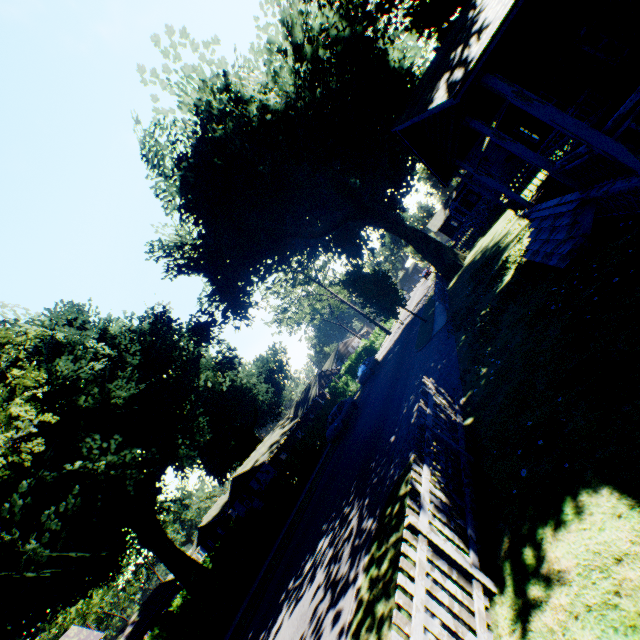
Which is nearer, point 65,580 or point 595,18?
point 595,18

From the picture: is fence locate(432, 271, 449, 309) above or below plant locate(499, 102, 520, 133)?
below

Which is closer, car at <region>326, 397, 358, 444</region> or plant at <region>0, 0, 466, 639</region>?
plant at <region>0, 0, 466, 639</region>

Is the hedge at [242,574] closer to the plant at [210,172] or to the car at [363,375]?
the plant at [210,172]

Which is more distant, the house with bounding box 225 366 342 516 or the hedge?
the house with bounding box 225 366 342 516

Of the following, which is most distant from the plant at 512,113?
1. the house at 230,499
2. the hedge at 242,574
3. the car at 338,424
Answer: the car at 338,424

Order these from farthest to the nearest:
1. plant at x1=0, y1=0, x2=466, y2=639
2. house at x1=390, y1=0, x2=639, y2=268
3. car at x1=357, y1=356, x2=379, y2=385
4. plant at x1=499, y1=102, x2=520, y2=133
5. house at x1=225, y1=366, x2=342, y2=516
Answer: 1. house at x1=225, y1=366, x2=342, y2=516
2. car at x1=357, y1=356, x2=379, y2=385
3. plant at x1=0, y1=0, x2=466, y2=639
4. plant at x1=499, y1=102, x2=520, y2=133
5. house at x1=390, y1=0, x2=639, y2=268

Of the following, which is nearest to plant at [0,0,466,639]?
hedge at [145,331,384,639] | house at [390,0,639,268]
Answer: house at [390,0,639,268]
